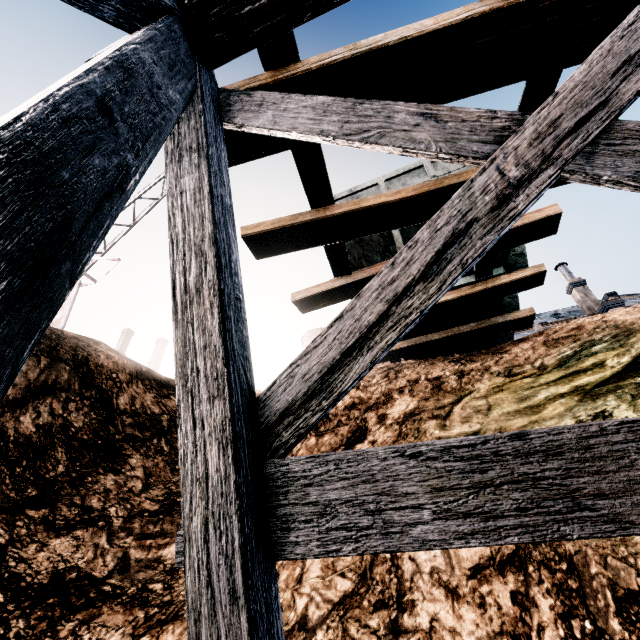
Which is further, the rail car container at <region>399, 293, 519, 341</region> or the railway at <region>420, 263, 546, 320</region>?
the rail car container at <region>399, 293, 519, 341</region>

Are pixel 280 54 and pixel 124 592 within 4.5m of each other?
no

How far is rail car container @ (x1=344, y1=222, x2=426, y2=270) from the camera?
7.8m

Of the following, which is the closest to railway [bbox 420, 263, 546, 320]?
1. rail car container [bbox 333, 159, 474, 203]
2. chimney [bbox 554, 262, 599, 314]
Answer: rail car container [bbox 333, 159, 474, 203]

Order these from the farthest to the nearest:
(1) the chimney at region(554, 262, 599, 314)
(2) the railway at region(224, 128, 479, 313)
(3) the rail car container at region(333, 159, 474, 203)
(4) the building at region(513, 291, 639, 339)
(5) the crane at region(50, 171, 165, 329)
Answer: (1) the chimney at region(554, 262, 599, 314) < (4) the building at region(513, 291, 639, 339) < (5) the crane at region(50, 171, 165, 329) < (3) the rail car container at region(333, 159, 474, 203) < (2) the railway at region(224, 128, 479, 313)

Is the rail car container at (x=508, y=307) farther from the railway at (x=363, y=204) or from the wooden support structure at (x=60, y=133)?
the wooden support structure at (x=60, y=133)

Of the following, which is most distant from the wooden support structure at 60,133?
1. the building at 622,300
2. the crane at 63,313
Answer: the building at 622,300

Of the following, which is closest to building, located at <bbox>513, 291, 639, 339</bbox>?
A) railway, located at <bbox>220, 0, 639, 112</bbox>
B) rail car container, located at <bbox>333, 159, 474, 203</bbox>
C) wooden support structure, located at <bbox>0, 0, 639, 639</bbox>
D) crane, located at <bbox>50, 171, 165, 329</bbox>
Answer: rail car container, located at <bbox>333, 159, 474, 203</bbox>
